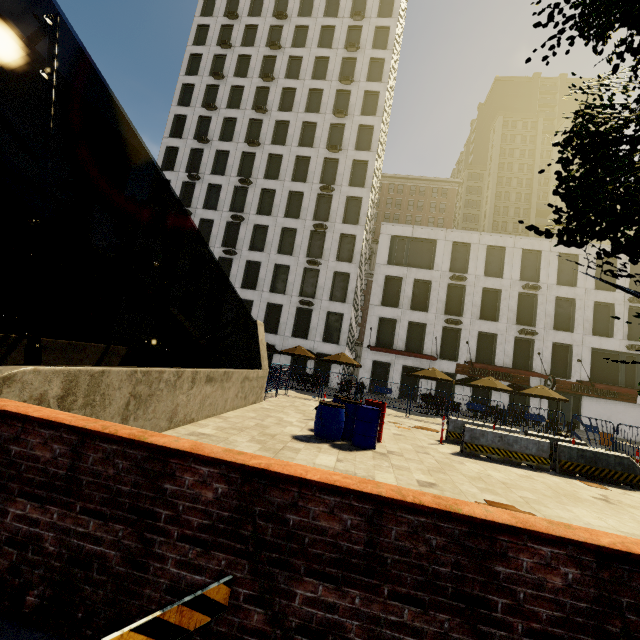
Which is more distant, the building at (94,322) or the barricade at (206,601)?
the building at (94,322)

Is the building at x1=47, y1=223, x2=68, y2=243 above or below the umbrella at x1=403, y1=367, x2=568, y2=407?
above

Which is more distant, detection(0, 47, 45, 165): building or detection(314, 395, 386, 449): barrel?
detection(0, 47, 45, 165): building

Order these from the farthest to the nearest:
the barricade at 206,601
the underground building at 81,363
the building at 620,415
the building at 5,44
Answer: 1. the building at 5,44
2. the building at 620,415
3. the underground building at 81,363
4. the barricade at 206,601

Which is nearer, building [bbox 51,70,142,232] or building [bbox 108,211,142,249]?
building [bbox 51,70,142,232]

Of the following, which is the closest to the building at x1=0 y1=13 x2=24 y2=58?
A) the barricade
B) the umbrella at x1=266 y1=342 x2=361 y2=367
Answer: the barricade

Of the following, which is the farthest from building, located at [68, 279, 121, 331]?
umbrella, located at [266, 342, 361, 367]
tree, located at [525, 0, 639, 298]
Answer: umbrella, located at [266, 342, 361, 367]

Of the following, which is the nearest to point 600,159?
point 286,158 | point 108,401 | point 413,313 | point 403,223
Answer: point 108,401
